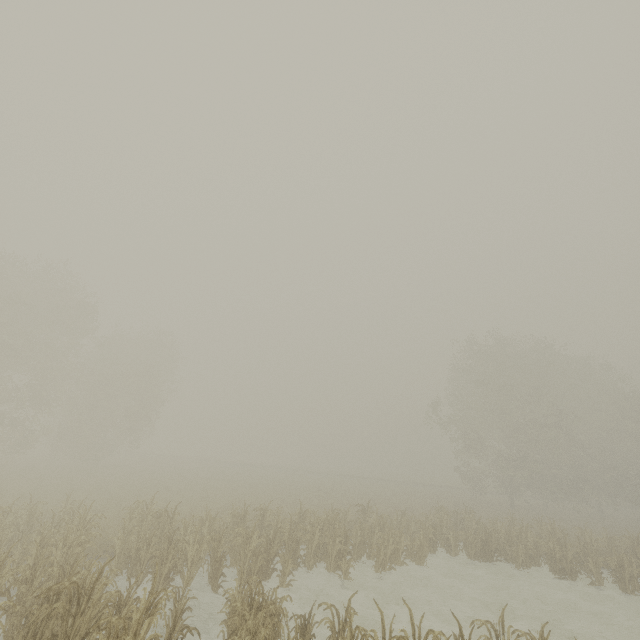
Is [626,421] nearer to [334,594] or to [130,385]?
[334,594]
